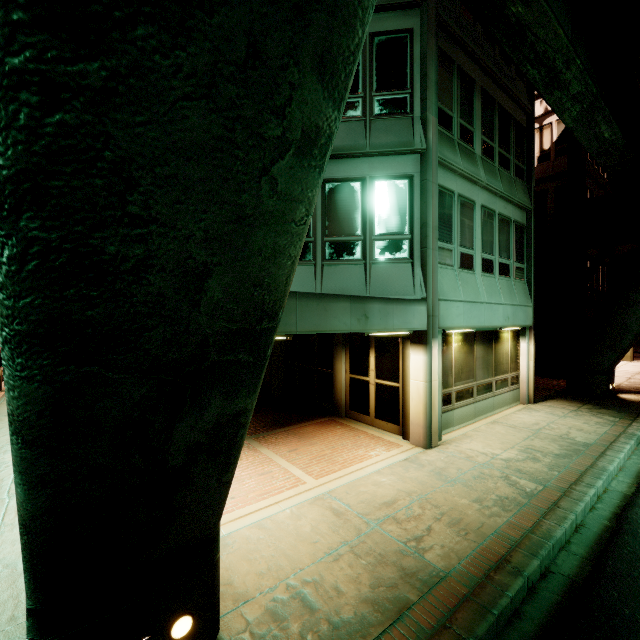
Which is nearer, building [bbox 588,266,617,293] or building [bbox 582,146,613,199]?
building [bbox 582,146,613,199]

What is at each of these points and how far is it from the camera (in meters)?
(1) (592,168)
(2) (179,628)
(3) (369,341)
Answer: (1) building, 18.30
(2) recessed light, 2.98
(3) building, 9.93

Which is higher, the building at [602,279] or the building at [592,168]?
the building at [592,168]

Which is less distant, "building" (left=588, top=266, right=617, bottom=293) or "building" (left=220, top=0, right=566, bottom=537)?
"building" (left=220, top=0, right=566, bottom=537)

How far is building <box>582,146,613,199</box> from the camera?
16.9 meters

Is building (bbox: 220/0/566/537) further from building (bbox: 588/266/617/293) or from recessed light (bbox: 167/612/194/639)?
building (bbox: 588/266/617/293)

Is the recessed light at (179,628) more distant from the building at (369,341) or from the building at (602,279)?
the building at (602,279)
